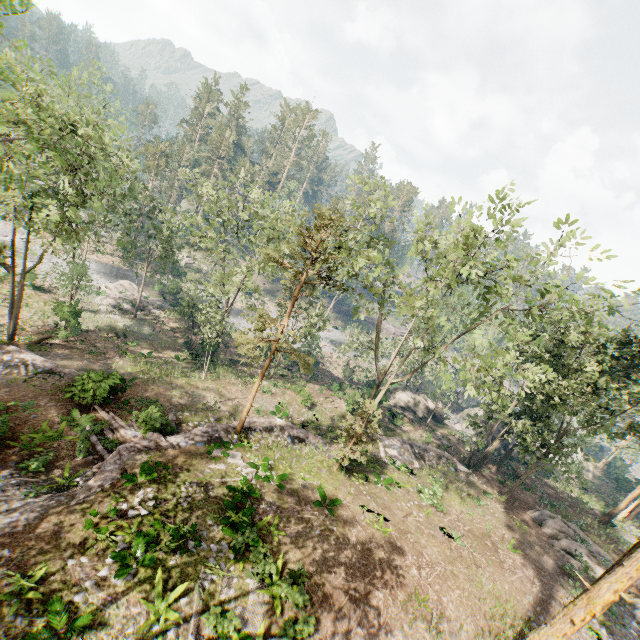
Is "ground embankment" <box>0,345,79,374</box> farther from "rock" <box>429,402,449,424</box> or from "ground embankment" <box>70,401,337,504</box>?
"rock" <box>429,402,449,424</box>

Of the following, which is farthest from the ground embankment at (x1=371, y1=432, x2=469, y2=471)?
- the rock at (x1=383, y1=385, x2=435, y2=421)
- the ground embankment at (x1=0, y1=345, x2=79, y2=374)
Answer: the ground embankment at (x1=0, y1=345, x2=79, y2=374)

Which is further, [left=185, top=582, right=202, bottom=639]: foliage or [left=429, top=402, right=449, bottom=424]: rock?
[left=429, top=402, right=449, bottom=424]: rock

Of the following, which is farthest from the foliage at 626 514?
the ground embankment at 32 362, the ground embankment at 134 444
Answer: the ground embankment at 134 444

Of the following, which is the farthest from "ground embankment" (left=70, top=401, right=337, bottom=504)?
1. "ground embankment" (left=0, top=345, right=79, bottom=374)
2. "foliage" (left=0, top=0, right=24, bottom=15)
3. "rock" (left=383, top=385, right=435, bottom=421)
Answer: "rock" (left=383, top=385, right=435, bottom=421)

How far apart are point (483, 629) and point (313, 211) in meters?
20.5

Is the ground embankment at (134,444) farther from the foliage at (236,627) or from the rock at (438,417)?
the rock at (438,417)

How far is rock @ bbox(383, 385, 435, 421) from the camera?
39.7 meters
